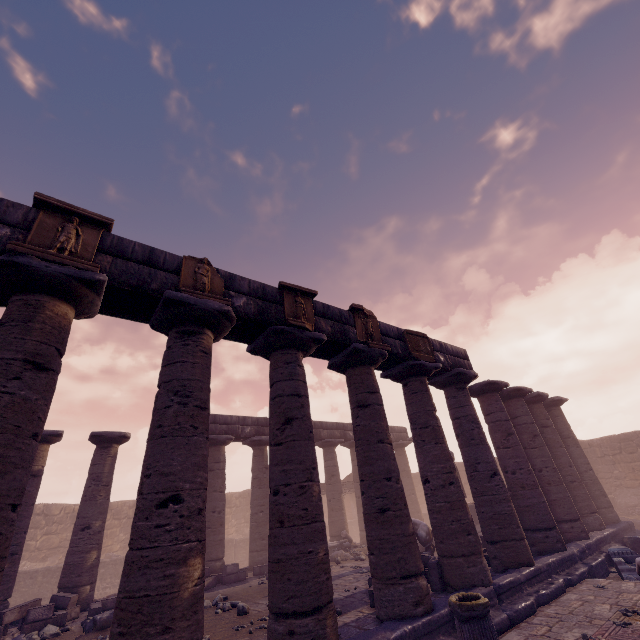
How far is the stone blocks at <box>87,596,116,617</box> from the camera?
9.05m

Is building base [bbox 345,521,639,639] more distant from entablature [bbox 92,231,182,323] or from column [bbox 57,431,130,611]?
entablature [bbox 92,231,182,323]

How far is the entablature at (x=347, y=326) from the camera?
7.9m

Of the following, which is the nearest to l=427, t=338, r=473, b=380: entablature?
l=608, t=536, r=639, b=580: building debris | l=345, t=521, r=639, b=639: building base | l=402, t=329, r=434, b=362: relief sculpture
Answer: l=402, t=329, r=434, b=362: relief sculpture

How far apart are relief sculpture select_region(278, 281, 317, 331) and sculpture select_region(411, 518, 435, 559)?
9.3m

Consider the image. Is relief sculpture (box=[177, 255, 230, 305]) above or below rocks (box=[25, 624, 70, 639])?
above

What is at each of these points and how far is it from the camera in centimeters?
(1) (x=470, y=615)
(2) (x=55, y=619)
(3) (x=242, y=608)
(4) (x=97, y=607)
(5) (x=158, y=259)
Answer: (1) column base, 525cm
(2) stone blocks, 847cm
(3) rocks, 775cm
(4) stone blocks, 912cm
(5) entablature, 596cm

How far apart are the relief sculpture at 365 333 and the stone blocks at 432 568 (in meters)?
5.22
